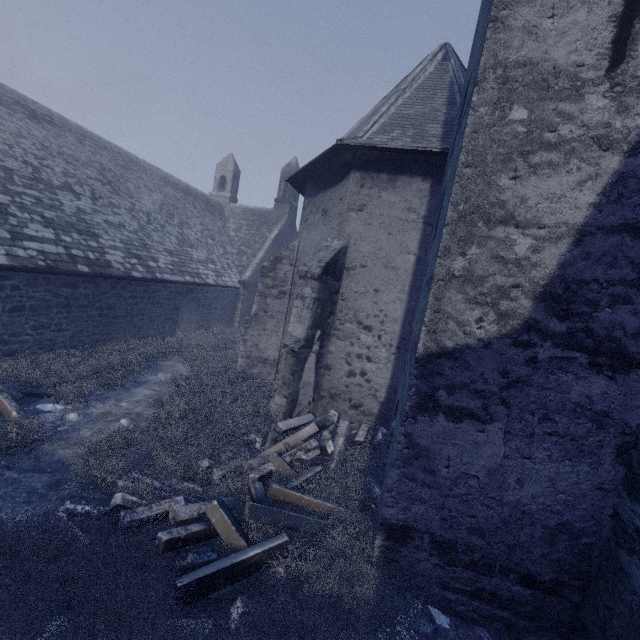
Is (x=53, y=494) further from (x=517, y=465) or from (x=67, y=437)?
(x=517, y=465)

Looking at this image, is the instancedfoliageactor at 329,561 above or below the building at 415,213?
below

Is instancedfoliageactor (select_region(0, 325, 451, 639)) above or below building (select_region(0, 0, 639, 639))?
below
